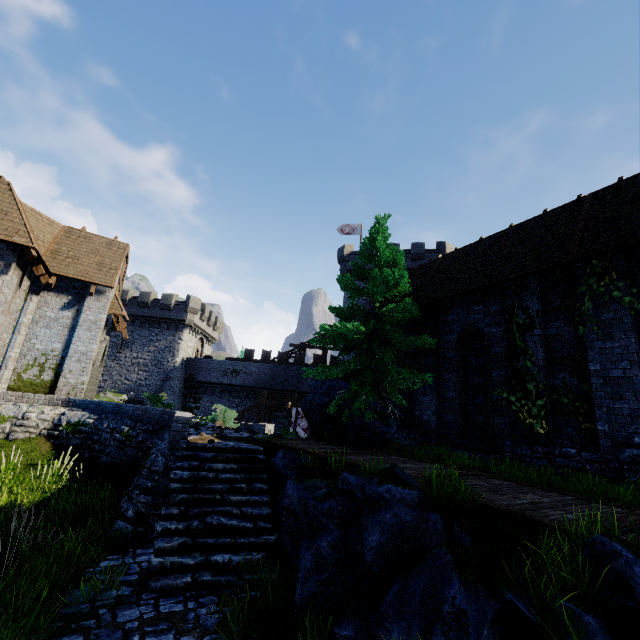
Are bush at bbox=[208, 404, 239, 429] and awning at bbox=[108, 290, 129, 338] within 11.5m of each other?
yes

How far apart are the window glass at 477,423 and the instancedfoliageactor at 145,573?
10.0 meters

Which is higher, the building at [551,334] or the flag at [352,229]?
the flag at [352,229]

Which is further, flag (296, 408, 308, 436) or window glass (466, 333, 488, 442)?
flag (296, 408, 308, 436)

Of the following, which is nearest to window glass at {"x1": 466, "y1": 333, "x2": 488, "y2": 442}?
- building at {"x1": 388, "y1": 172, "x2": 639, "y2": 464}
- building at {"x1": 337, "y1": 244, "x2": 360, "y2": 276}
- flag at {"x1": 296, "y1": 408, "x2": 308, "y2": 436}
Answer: building at {"x1": 388, "y1": 172, "x2": 639, "y2": 464}

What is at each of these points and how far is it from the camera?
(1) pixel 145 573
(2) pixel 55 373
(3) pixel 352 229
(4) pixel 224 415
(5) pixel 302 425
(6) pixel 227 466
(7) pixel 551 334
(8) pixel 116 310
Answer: (1) instancedfoliageactor, 5.6m
(2) building, 14.4m
(3) flag, 37.2m
(4) bush, 19.4m
(5) flag, 28.3m
(6) stairs, 8.0m
(7) building, 9.5m
(8) awning, 16.2m

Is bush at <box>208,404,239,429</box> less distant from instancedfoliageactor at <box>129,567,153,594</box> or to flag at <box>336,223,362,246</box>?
instancedfoliageactor at <box>129,567,153,594</box>

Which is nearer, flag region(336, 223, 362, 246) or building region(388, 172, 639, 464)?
building region(388, 172, 639, 464)
